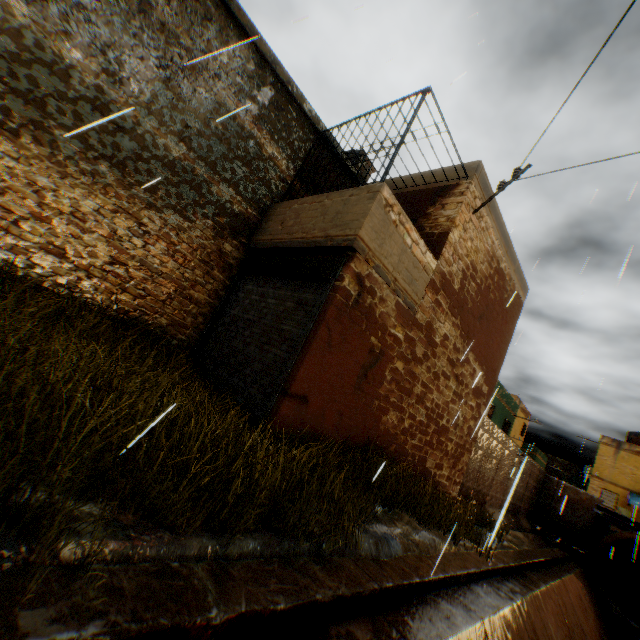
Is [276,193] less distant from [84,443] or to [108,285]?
[108,285]

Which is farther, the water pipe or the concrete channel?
the water pipe

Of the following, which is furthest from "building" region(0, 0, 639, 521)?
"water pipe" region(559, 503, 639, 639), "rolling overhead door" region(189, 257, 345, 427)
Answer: "water pipe" region(559, 503, 639, 639)

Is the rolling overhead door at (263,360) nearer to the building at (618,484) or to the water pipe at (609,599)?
the building at (618,484)

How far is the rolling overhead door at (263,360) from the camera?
5.3m

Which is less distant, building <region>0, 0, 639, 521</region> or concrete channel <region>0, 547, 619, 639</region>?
concrete channel <region>0, 547, 619, 639</region>

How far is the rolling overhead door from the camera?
5.3m

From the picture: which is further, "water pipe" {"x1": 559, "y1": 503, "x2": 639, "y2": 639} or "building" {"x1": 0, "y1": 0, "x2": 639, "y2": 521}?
"water pipe" {"x1": 559, "y1": 503, "x2": 639, "y2": 639}
